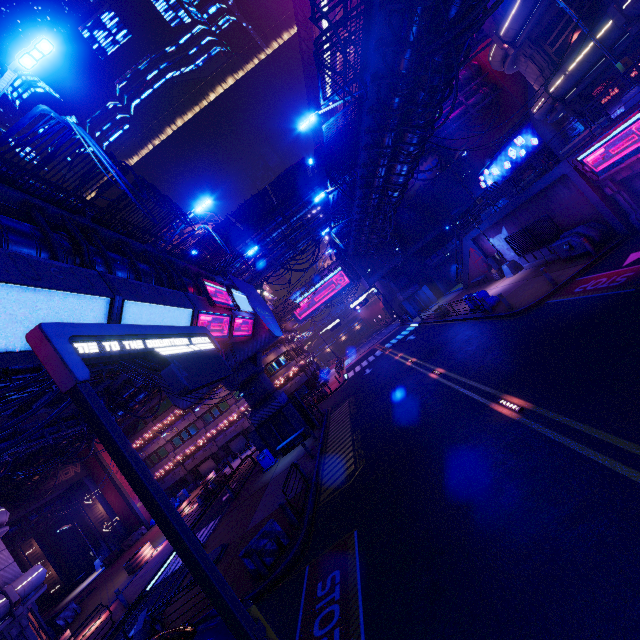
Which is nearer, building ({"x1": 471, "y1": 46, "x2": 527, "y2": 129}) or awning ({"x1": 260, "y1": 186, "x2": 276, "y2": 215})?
awning ({"x1": 260, "y1": 186, "x2": 276, "y2": 215})

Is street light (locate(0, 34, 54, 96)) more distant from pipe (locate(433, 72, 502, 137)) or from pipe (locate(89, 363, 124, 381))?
pipe (locate(433, 72, 502, 137))

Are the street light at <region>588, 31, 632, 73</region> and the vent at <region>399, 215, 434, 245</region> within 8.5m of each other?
no

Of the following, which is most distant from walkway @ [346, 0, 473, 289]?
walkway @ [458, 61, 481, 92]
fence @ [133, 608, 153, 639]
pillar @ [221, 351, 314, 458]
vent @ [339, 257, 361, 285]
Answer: fence @ [133, 608, 153, 639]

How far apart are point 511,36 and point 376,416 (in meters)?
24.30

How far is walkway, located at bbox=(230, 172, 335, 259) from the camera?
33.0 meters

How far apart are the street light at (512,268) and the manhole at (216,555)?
25.02m

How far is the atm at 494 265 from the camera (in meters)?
26.59
